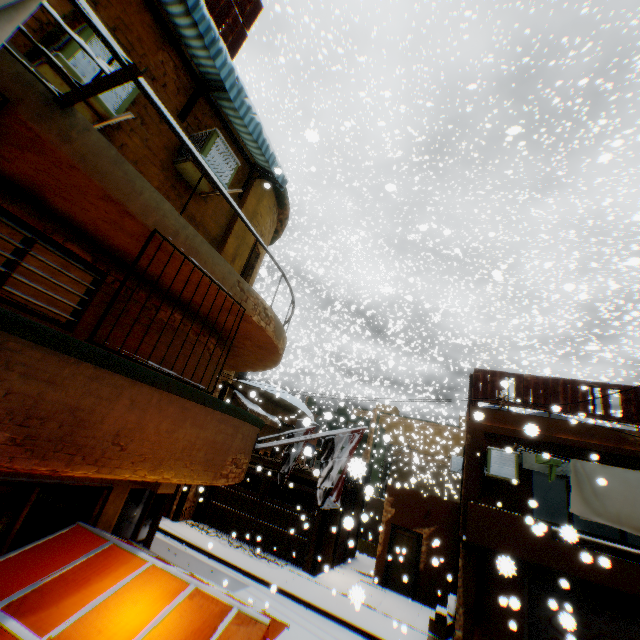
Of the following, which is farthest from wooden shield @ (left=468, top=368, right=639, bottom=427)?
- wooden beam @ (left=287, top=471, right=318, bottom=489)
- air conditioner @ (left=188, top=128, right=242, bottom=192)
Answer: air conditioner @ (left=188, top=128, right=242, bottom=192)

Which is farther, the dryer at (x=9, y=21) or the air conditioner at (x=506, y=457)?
the air conditioner at (x=506, y=457)

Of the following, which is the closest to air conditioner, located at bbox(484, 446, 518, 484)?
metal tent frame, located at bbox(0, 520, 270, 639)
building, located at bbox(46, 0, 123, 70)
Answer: building, located at bbox(46, 0, 123, 70)

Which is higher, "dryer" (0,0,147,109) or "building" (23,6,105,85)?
"building" (23,6,105,85)

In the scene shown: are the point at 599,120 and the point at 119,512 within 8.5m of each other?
no

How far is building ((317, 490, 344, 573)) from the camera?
13.8m

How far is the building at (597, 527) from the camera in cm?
1563

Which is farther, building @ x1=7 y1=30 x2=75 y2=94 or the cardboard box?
the cardboard box
